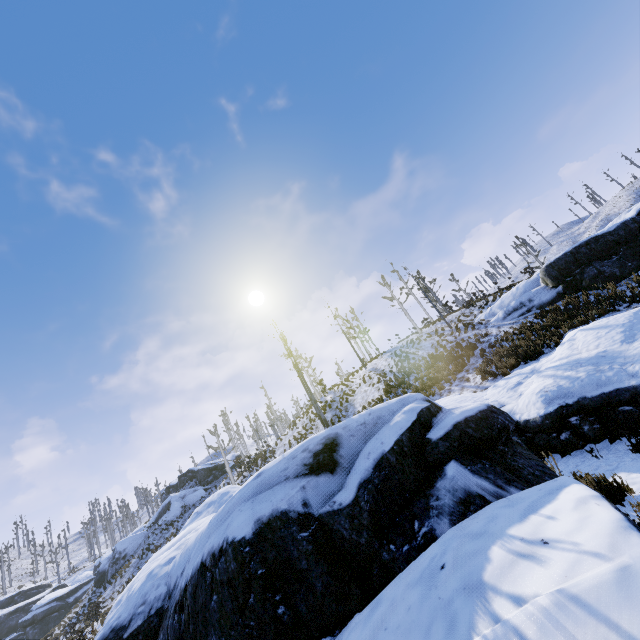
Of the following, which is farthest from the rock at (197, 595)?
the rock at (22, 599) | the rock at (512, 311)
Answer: the rock at (22, 599)

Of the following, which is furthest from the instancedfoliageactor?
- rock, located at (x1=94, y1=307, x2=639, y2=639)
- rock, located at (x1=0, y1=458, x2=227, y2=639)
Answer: rock, located at (x1=0, y1=458, x2=227, y2=639)

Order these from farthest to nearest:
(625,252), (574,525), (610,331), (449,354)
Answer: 1. (449,354)
2. (625,252)
3. (610,331)
4. (574,525)

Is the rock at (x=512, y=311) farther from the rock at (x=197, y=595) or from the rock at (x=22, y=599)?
the rock at (x=22, y=599)

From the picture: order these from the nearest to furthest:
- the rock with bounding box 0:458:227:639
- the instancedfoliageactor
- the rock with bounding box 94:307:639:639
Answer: the rock with bounding box 94:307:639:639 → the instancedfoliageactor → the rock with bounding box 0:458:227:639

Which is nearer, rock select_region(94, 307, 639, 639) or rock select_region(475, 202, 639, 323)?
rock select_region(94, 307, 639, 639)

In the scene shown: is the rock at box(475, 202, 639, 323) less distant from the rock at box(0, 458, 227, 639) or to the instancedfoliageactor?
the instancedfoliageactor

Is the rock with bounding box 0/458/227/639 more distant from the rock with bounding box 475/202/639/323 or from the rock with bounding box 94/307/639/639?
the rock with bounding box 475/202/639/323
